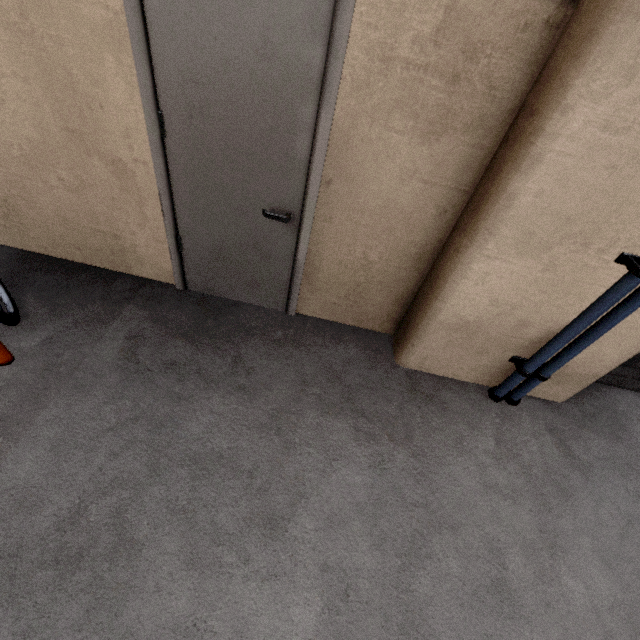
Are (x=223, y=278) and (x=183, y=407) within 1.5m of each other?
yes

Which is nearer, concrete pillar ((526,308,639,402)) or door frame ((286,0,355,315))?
door frame ((286,0,355,315))

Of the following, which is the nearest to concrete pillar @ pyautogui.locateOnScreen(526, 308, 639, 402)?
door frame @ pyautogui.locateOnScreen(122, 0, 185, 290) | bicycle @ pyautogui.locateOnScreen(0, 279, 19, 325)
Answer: door frame @ pyautogui.locateOnScreen(122, 0, 185, 290)

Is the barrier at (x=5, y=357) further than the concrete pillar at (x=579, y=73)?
Yes

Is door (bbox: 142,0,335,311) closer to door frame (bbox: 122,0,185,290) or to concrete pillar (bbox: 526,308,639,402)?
door frame (bbox: 122,0,185,290)

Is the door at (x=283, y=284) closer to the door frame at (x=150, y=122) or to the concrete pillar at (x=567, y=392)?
the door frame at (x=150, y=122)

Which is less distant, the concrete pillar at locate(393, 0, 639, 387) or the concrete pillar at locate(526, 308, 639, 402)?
the concrete pillar at locate(393, 0, 639, 387)
